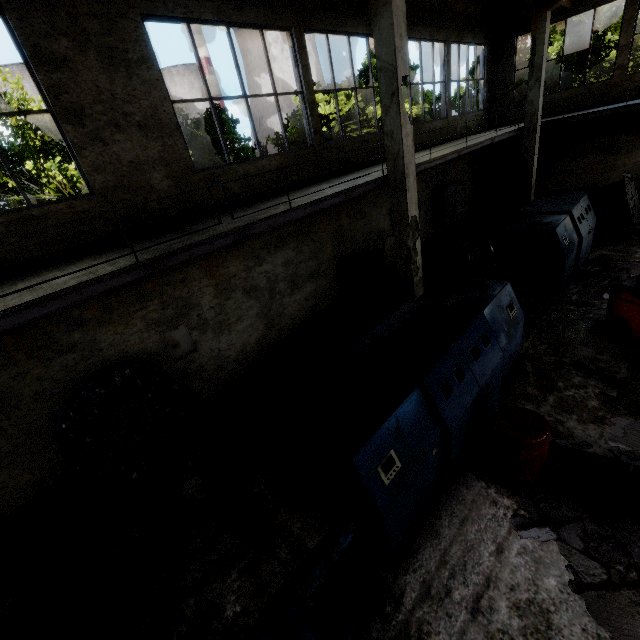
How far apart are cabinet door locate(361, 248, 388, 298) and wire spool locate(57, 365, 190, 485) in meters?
6.7 m

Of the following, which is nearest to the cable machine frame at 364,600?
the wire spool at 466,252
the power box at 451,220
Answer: the wire spool at 466,252

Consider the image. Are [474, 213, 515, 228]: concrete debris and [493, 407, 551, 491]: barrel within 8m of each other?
no

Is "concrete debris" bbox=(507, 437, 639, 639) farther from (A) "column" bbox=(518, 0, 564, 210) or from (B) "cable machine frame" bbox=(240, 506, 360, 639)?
(A) "column" bbox=(518, 0, 564, 210)

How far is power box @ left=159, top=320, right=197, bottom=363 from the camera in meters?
7.1 m

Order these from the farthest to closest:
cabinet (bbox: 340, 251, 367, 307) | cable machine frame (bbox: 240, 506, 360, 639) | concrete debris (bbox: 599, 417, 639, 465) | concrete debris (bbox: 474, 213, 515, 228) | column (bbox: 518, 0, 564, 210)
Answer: concrete debris (bbox: 474, 213, 515, 228) < column (bbox: 518, 0, 564, 210) < cabinet (bbox: 340, 251, 367, 307) < concrete debris (bbox: 599, 417, 639, 465) < cable machine frame (bbox: 240, 506, 360, 639)

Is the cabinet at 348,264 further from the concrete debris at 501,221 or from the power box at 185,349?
the concrete debris at 501,221

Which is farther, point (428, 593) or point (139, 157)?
point (139, 157)
